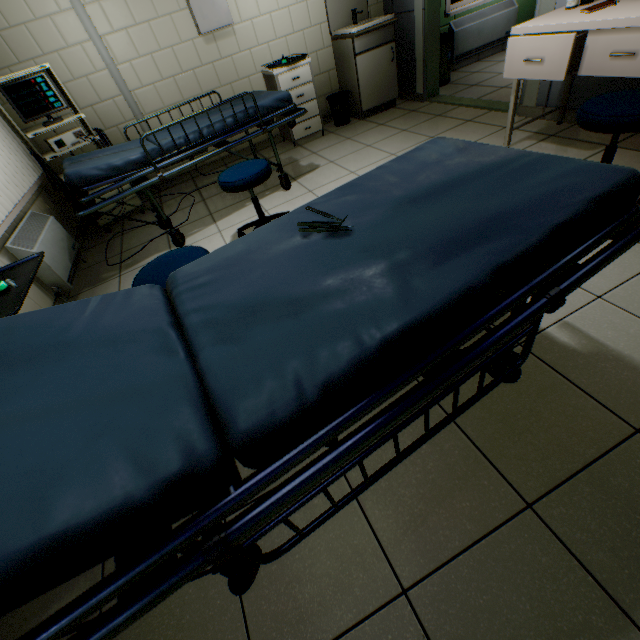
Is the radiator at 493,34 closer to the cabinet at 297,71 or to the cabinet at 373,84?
the cabinet at 373,84

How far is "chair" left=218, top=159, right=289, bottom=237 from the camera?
2.34m

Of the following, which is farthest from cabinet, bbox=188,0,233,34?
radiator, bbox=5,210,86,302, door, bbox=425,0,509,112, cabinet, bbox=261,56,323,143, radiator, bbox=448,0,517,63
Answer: radiator, bbox=448,0,517,63

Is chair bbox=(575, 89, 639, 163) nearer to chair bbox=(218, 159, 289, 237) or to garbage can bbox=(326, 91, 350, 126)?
chair bbox=(218, 159, 289, 237)

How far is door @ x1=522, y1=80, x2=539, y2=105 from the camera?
3.07m

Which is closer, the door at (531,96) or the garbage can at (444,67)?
the door at (531,96)

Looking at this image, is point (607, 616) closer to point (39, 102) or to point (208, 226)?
point (208, 226)

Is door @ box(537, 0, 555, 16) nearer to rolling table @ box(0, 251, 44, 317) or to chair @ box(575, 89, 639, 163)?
chair @ box(575, 89, 639, 163)
